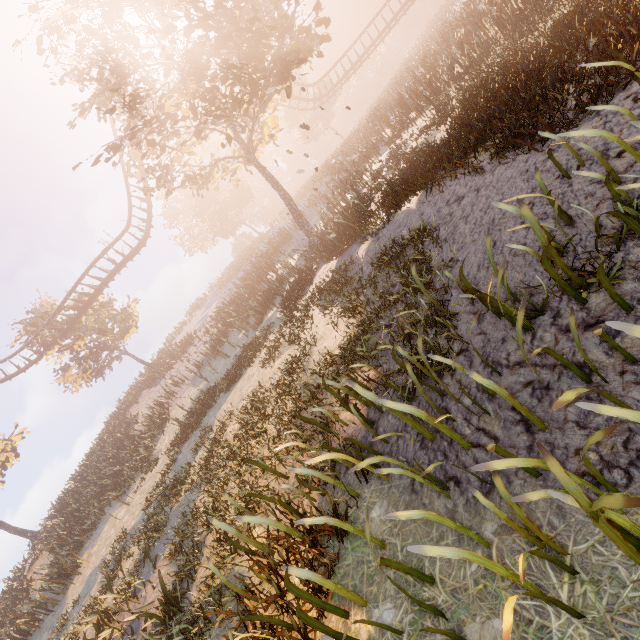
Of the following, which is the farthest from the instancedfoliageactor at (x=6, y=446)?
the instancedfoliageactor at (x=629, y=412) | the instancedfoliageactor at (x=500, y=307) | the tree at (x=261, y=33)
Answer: the tree at (x=261, y=33)

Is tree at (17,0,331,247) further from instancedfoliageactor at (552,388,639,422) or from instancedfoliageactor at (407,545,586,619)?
instancedfoliageactor at (407,545,586,619)

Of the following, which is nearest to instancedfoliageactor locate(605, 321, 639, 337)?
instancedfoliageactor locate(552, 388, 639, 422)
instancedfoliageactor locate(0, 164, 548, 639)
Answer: instancedfoliageactor locate(552, 388, 639, 422)

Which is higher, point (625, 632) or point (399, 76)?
point (399, 76)

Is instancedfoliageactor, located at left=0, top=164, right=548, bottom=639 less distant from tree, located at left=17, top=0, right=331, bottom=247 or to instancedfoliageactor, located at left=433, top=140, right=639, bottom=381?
instancedfoliageactor, located at left=433, top=140, right=639, bottom=381

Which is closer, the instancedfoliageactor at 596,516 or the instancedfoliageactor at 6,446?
the instancedfoliageactor at 596,516

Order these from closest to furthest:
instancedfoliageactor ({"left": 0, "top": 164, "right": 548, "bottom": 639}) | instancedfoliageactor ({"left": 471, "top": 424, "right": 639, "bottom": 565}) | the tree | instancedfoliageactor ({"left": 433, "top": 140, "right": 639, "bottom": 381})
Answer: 1. instancedfoliageactor ({"left": 471, "top": 424, "right": 639, "bottom": 565})
2. instancedfoliageactor ({"left": 433, "top": 140, "right": 639, "bottom": 381})
3. instancedfoliageactor ({"left": 0, "top": 164, "right": 548, "bottom": 639})
4. the tree

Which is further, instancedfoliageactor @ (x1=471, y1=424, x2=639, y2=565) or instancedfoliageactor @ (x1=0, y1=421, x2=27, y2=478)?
instancedfoliageactor @ (x1=0, y1=421, x2=27, y2=478)
